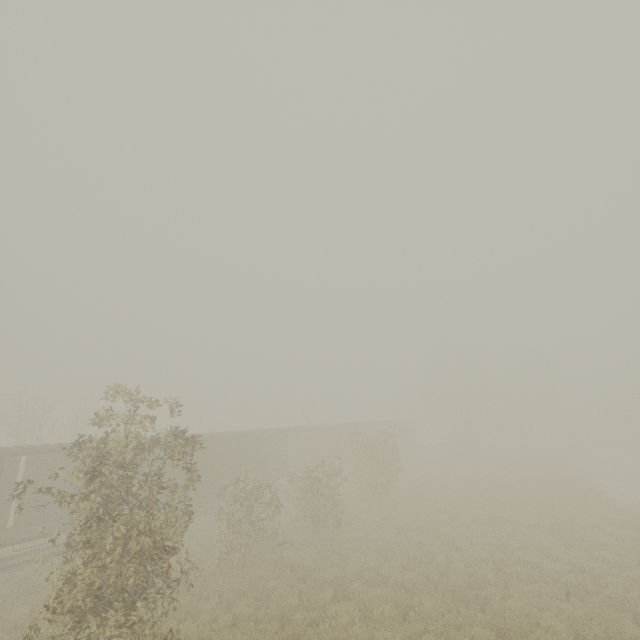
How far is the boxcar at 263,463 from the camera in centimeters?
2095cm

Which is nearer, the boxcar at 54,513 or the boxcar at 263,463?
the boxcar at 54,513

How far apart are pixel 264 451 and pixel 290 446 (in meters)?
7.44

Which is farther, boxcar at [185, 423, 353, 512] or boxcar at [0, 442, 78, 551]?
boxcar at [185, 423, 353, 512]

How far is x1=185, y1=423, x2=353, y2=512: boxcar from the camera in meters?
21.0
